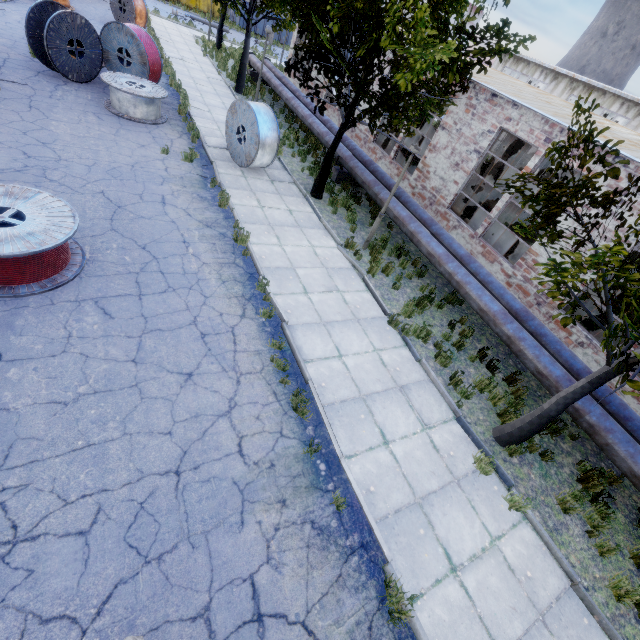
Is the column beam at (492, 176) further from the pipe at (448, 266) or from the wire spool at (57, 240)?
the wire spool at (57, 240)

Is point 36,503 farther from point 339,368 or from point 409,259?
point 409,259

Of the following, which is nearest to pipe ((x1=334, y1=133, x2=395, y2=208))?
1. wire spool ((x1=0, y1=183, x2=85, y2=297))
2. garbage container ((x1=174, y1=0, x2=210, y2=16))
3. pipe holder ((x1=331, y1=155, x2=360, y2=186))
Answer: pipe holder ((x1=331, y1=155, x2=360, y2=186))

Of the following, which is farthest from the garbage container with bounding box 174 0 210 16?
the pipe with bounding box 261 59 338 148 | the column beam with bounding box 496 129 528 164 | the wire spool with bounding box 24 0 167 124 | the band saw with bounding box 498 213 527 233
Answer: the band saw with bounding box 498 213 527 233

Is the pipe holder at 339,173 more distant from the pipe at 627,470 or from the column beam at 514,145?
the column beam at 514,145

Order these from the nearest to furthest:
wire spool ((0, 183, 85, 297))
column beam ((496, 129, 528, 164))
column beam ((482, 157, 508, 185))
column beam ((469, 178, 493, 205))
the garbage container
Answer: wire spool ((0, 183, 85, 297)) < column beam ((496, 129, 528, 164)) < column beam ((482, 157, 508, 185)) < column beam ((469, 178, 493, 205)) < the garbage container

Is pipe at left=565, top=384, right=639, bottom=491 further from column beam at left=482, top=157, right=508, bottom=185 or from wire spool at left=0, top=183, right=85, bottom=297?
wire spool at left=0, top=183, right=85, bottom=297

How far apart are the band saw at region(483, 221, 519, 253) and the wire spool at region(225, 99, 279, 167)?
8.4m
